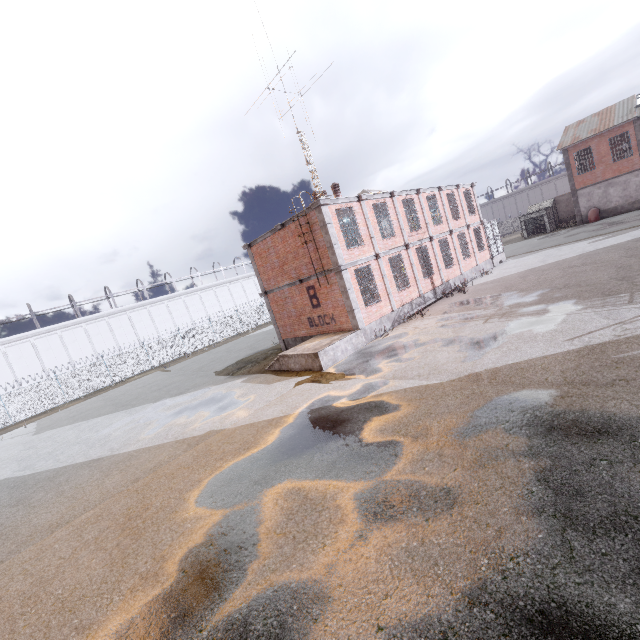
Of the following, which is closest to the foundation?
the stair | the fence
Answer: the stair

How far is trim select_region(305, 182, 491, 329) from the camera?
14.95m

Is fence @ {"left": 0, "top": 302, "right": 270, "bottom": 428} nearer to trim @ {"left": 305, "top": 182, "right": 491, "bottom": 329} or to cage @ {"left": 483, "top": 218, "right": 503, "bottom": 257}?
cage @ {"left": 483, "top": 218, "right": 503, "bottom": 257}

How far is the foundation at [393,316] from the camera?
16.12m

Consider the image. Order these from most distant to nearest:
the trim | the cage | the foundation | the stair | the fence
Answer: the fence
the cage
the foundation
the trim
the stair

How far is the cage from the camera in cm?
2695

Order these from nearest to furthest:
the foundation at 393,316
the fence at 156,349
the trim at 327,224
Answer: the trim at 327,224 < the foundation at 393,316 < the fence at 156,349

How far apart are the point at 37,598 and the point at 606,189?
50.9 meters
